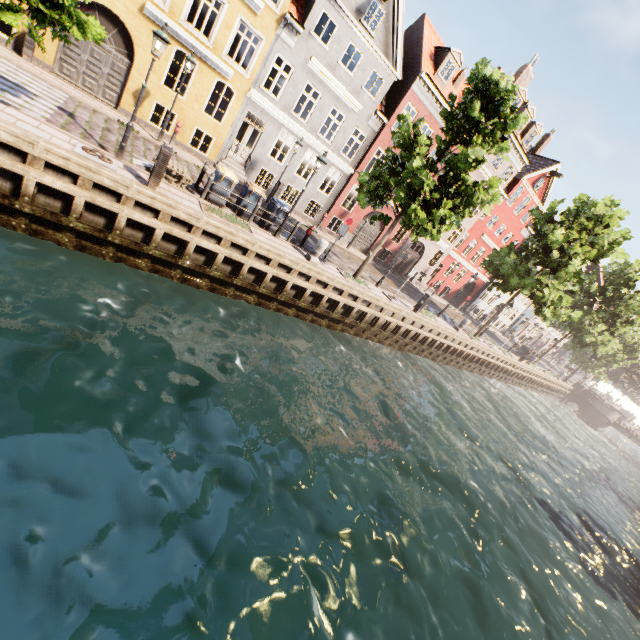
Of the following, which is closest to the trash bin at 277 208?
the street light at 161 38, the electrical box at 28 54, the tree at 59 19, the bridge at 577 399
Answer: the tree at 59 19

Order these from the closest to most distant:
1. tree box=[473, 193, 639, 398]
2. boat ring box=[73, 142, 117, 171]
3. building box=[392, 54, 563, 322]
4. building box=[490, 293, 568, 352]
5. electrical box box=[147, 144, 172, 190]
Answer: boat ring box=[73, 142, 117, 171]
electrical box box=[147, 144, 172, 190]
tree box=[473, 193, 639, 398]
building box=[392, 54, 563, 322]
building box=[490, 293, 568, 352]

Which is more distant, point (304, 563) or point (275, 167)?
point (275, 167)

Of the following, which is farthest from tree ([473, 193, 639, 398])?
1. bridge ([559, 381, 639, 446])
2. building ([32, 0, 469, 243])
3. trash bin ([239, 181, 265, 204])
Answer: building ([32, 0, 469, 243])

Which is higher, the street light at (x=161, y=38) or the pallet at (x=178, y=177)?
the street light at (x=161, y=38)

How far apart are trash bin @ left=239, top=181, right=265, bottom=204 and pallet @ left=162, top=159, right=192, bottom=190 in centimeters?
198cm

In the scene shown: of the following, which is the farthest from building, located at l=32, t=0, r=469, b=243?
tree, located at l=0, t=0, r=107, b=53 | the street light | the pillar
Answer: the pillar

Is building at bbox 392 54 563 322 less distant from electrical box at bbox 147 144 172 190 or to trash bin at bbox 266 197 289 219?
trash bin at bbox 266 197 289 219
